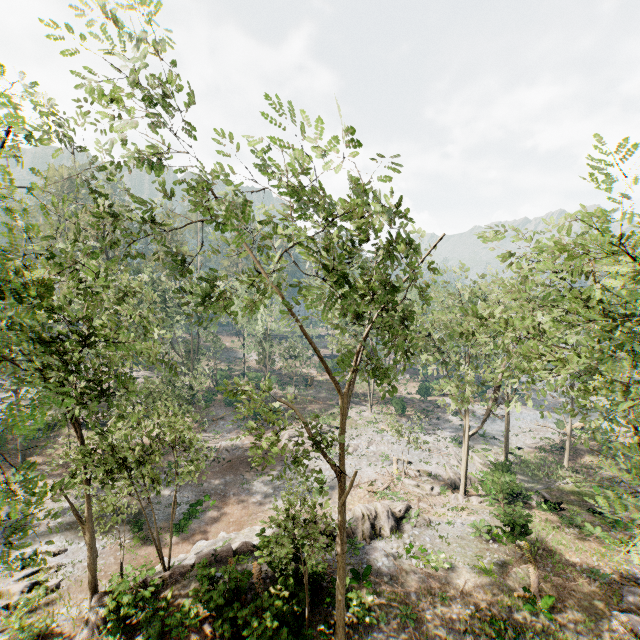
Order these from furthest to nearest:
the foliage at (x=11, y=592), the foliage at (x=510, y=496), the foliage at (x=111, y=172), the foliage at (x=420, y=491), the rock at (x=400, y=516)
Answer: the foliage at (x=420, y=491) < the foliage at (x=510, y=496) < the rock at (x=400, y=516) < the foliage at (x=11, y=592) < the foliage at (x=111, y=172)

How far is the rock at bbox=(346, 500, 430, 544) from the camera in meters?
20.2 m

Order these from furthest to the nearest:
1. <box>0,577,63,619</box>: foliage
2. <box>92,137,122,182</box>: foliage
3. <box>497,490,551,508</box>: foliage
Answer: <box>497,490,551,508</box>: foliage, <box>0,577,63,619</box>: foliage, <box>92,137,122,182</box>: foliage

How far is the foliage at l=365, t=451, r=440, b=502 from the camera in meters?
27.6 m

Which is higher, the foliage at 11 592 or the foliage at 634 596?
the foliage at 634 596

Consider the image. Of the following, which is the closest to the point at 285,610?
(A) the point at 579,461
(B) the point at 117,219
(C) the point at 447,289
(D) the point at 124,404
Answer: (D) the point at 124,404
